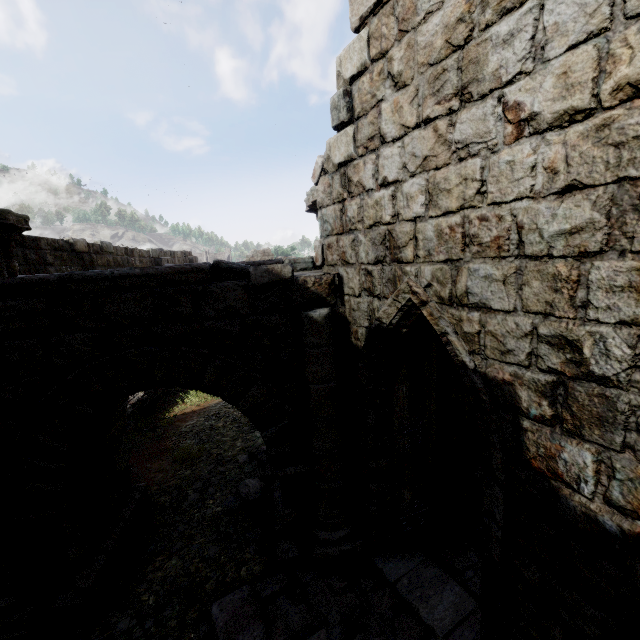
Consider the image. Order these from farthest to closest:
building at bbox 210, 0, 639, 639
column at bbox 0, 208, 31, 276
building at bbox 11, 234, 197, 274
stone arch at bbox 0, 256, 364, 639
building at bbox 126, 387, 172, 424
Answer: building at bbox 126, 387, 172, 424 < building at bbox 11, 234, 197, 274 < column at bbox 0, 208, 31, 276 < stone arch at bbox 0, 256, 364, 639 < building at bbox 210, 0, 639, 639

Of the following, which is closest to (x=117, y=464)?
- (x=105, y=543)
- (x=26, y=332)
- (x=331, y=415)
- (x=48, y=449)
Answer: (x=105, y=543)

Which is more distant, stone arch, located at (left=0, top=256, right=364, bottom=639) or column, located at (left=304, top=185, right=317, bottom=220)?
column, located at (left=304, top=185, right=317, bottom=220)

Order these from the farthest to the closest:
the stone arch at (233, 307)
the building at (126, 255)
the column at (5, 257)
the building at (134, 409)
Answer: the building at (134, 409) < the building at (126, 255) < the column at (5, 257) < the stone arch at (233, 307)

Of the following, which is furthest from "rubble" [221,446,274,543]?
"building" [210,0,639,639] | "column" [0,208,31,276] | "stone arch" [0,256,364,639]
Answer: "column" [0,208,31,276]

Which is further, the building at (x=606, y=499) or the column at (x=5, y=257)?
the column at (x=5, y=257)

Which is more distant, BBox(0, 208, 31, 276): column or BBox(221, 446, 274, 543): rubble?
BBox(221, 446, 274, 543): rubble

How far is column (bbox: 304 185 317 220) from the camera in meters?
5.1 m
